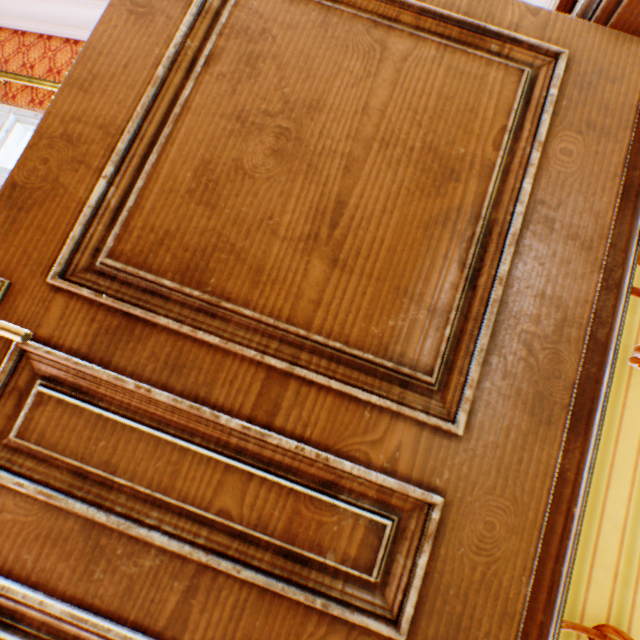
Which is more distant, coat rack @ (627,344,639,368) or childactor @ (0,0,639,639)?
coat rack @ (627,344,639,368)

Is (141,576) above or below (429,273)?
below

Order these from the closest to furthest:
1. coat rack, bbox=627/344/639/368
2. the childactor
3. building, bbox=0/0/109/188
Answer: the childactor → coat rack, bbox=627/344/639/368 → building, bbox=0/0/109/188

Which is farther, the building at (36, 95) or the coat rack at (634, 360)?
the building at (36, 95)

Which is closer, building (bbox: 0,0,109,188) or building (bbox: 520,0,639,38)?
building (bbox: 520,0,639,38)

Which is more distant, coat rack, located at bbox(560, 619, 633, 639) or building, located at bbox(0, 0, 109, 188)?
building, located at bbox(0, 0, 109, 188)

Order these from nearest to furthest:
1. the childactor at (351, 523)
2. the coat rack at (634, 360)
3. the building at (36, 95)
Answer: the childactor at (351, 523), the coat rack at (634, 360), the building at (36, 95)
